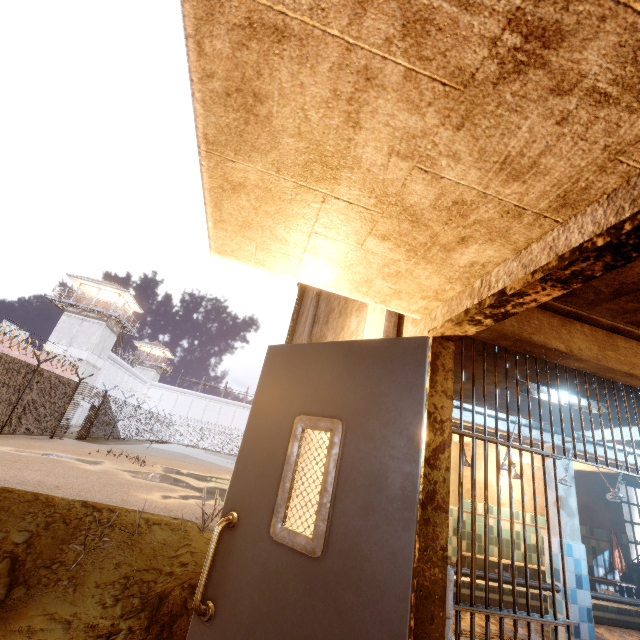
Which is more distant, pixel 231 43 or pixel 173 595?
pixel 173 595

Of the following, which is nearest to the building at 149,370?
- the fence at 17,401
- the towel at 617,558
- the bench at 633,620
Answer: the fence at 17,401

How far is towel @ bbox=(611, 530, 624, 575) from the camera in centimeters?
792cm

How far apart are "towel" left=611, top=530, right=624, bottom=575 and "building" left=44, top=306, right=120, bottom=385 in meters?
38.2 m

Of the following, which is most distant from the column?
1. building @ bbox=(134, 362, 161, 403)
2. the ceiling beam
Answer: building @ bbox=(134, 362, 161, 403)

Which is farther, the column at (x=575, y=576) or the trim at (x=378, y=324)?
the column at (x=575, y=576)

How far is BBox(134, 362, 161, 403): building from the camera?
53.50m

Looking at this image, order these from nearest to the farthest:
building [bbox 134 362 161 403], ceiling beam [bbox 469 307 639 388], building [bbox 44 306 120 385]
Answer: ceiling beam [bbox 469 307 639 388]
building [bbox 44 306 120 385]
building [bbox 134 362 161 403]
